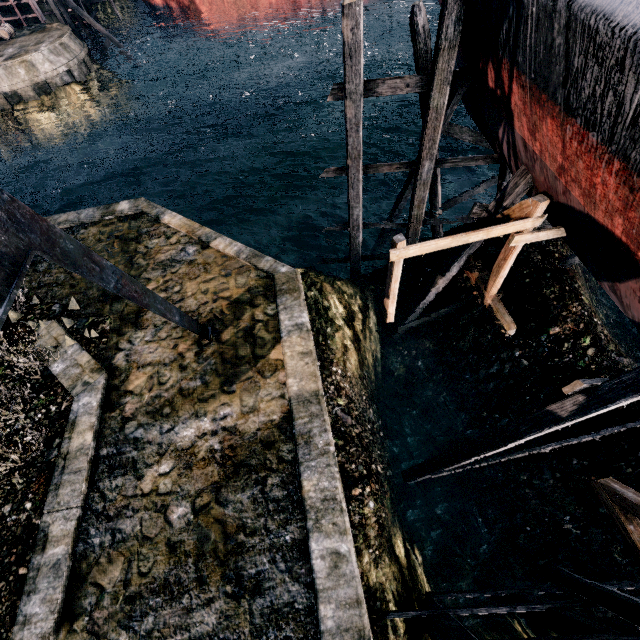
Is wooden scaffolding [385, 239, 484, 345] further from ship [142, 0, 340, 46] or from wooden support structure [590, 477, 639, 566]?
ship [142, 0, 340, 46]

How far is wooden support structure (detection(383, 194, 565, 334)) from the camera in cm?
866

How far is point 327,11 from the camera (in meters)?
42.09

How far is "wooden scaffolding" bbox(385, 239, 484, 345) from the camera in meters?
11.8 m

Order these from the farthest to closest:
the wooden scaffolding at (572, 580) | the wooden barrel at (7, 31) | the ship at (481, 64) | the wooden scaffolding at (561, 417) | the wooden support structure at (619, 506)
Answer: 1. the wooden barrel at (7, 31)
2. the wooden support structure at (619, 506)
3. the wooden scaffolding at (561, 417)
4. the wooden scaffolding at (572, 580)
5. the ship at (481, 64)

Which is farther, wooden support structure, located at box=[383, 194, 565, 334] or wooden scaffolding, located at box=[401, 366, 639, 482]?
wooden support structure, located at box=[383, 194, 565, 334]

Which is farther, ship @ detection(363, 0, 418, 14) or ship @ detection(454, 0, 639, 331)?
ship @ detection(363, 0, 418, 14)

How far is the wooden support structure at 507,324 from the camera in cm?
866
